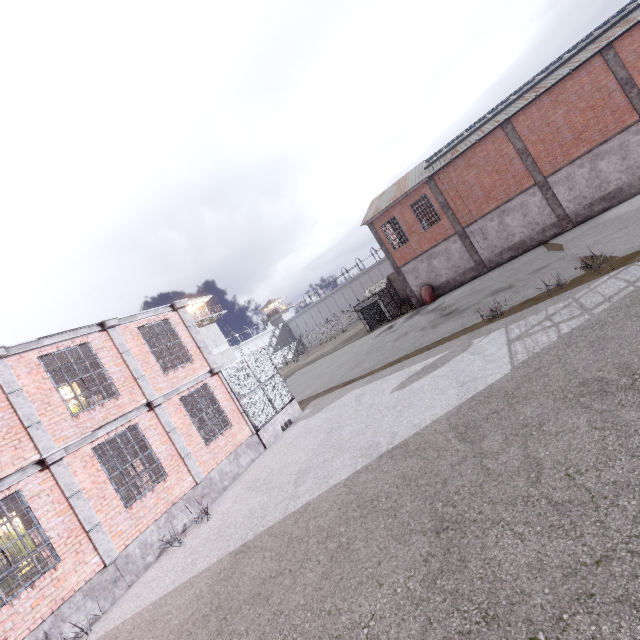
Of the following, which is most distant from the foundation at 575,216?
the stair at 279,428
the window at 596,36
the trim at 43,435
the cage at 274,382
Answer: the trim at 43,435

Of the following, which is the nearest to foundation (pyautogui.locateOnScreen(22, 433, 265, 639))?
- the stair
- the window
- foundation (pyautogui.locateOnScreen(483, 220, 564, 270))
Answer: the stair

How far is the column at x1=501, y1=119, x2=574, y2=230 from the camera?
22.59m

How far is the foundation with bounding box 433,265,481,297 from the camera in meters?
26.1

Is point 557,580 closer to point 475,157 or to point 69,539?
point 69,539

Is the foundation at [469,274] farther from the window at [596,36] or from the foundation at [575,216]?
the window at [596,36]

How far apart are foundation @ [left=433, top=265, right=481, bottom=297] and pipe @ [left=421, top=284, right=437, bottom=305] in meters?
0.1

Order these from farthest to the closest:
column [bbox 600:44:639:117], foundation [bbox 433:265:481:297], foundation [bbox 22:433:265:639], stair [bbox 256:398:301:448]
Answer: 1. foundation [bbox 433:265:481:297]
2. column [bbox 600:44:639:117]
3. stair [bbox 256:398:301:448]
4. foundation [bbox 22:433:265:639]
